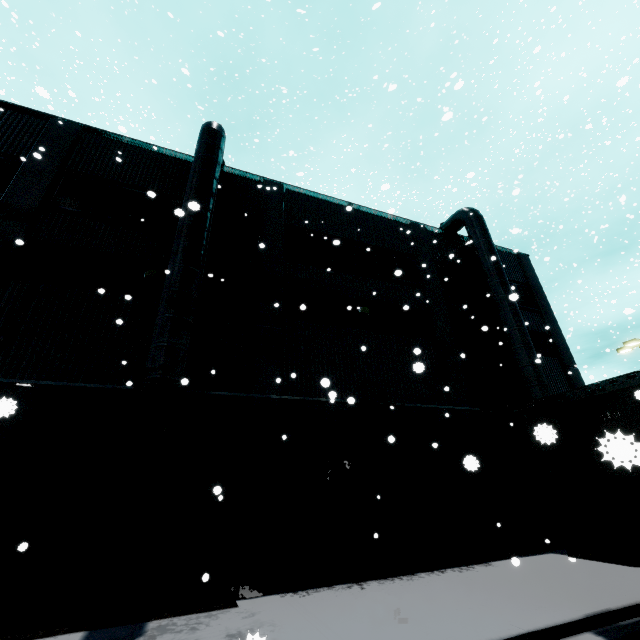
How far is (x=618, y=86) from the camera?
5.0m

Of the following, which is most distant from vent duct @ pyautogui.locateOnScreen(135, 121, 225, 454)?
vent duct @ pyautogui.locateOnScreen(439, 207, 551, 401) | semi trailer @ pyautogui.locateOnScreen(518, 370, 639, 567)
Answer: vent duct @ pyautogui.locateOnScreen(439, 207, 551, 401)

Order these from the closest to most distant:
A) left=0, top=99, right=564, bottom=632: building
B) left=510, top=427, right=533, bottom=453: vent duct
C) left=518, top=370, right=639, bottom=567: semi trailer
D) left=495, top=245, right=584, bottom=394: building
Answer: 1. left=518, top=370, right=639, bottom=567: semi trailer
2. left=0, top=99, right=564, bottom=632: building
3. left=510, top=427, right=533, bottom=453: vent duct
4. left=495, top=245, right=584, bottom=394: building

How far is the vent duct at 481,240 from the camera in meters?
12.8 m

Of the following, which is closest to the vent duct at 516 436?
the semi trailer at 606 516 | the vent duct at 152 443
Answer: the semi trailer at 606 516

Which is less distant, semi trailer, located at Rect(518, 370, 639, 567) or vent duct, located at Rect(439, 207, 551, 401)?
semi trailer, located at Rect(518, 370, 639, 567)

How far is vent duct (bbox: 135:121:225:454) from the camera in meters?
7.5 m
